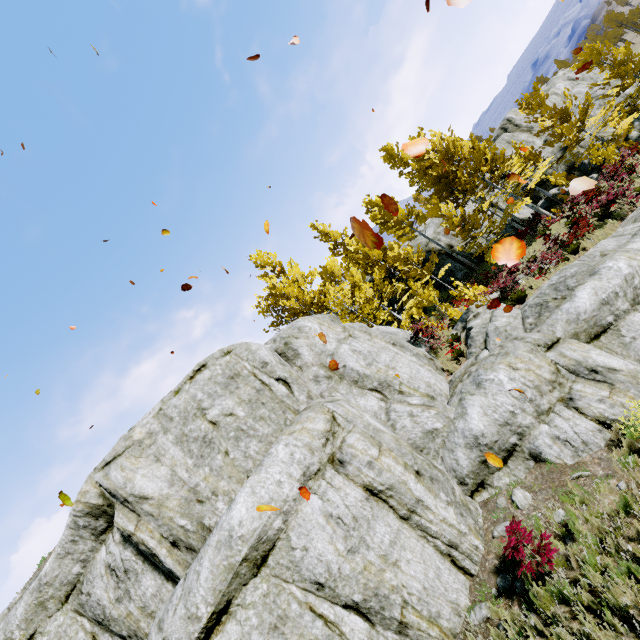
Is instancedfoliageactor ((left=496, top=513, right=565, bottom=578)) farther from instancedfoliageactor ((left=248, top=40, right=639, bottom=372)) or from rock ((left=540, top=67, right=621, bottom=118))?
instancedfoliageactor ((left=248, top=40, right=639, bottom=372))

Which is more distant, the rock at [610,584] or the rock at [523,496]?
the rock at [523,496]

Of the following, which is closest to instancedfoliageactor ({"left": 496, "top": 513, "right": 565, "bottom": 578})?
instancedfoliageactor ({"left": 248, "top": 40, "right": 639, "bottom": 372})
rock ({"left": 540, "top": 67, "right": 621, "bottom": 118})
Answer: rock ({"left": 540, "top": 67, "right": 621, "bottom": 118})

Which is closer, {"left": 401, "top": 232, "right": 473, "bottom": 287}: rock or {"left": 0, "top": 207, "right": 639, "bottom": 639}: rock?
{"left": 0, "top": 207, "right": 639, "bottom": 639}: rock

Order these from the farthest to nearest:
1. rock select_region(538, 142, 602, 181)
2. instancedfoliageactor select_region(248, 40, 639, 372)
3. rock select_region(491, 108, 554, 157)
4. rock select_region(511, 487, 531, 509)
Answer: rock select_region(491, 108, 554, 157) → rock select_region(538, 142, 602, 181) → instancedfoliageactor select_region(248, 40, 639, 372) → rock select_region(511, 487, 531, 509)

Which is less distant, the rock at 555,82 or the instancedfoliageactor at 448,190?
the instancedfoliageactor at 448,190

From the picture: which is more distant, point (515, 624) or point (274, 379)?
point (274, 379)

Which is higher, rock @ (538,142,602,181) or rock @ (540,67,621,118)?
rock @ (540,67,621,118)
